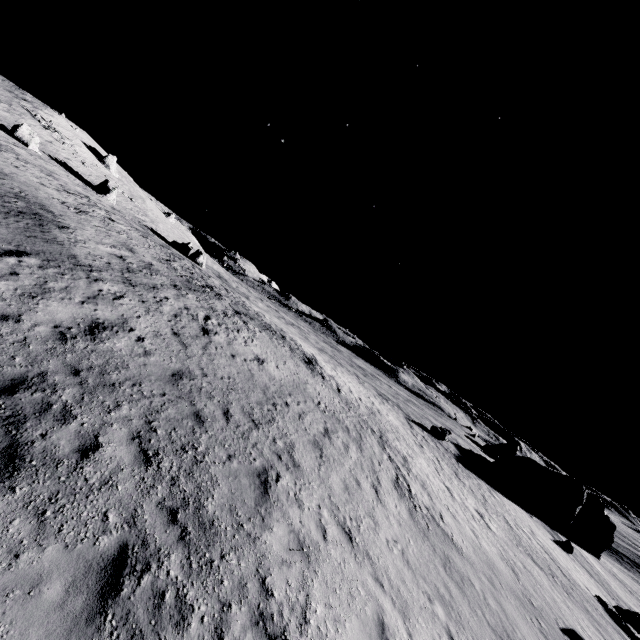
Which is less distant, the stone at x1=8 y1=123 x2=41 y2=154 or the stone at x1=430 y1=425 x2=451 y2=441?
the stone at x1=8 y1=123 x2=41 y2=154

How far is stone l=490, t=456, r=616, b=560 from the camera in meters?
40.9 m

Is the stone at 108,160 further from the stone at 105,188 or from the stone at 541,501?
the stone at 541,501

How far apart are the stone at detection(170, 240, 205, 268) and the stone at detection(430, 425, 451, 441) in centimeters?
3787cm

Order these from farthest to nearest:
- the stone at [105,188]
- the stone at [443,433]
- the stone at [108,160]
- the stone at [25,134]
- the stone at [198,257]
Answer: the stone at [108,160] → the stone at [198,257] → the stone at [105,188] → the stone at [443,433] → the stone at [25,134]

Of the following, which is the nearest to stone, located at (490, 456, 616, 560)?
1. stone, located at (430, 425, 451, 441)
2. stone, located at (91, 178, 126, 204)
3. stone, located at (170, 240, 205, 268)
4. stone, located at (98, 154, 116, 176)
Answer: stone, located at (430, 425, 451, 441)

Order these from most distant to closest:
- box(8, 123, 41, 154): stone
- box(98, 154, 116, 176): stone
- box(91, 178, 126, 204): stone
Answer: box(98, 154, 116, 176): stone
box(91, 178, 126, 204): stone
box(8, 123, 41, 154): stone

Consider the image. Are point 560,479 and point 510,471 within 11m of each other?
yes
